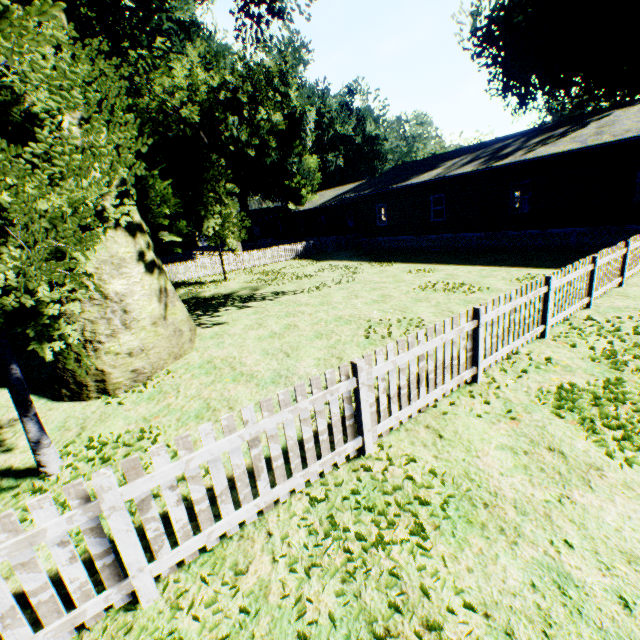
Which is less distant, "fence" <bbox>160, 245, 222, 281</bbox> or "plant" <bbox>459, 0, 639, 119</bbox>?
"plant" <bbox>459, 0, 639, 119</bbox>

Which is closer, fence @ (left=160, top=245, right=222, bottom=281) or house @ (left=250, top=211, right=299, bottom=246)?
fence @ (left=160, top=245, right=222, bottom=281)

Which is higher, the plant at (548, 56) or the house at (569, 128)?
the plant at (548, 56)

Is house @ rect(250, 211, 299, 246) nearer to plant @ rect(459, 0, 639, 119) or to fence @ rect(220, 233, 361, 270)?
plant @ rect(459, 0, 639, 119)

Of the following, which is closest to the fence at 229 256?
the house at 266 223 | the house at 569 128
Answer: the house at 569 128

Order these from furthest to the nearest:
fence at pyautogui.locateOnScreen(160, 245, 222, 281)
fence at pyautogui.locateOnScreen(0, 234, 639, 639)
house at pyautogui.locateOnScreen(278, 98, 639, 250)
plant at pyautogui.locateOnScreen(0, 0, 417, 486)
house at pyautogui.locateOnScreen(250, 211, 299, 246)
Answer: house at pyautogui.locateOnScreen(250, 211, 299, 246) < fence at pyautogui.locateOnScreen(160, 245, 222, 281) < house at pyautogui.locateOnScreen(278, 98, 639, 250) < plant at pyautogui.locateOnScreen(0, 0, 417, 486) < fence at pyautogui.locateOnScreen(0, 234, 639, 639)

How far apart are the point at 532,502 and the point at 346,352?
4.44m

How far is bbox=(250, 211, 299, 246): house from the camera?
45.39m
